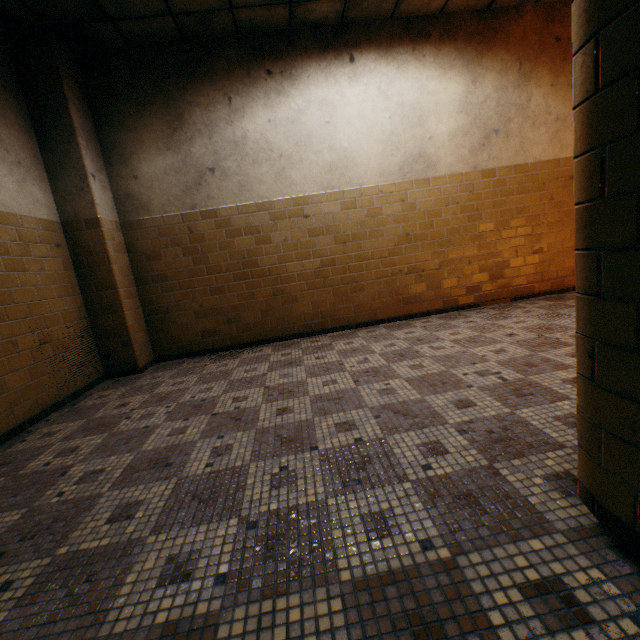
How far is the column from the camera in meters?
3.5

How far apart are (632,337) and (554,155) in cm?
515

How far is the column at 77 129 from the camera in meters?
3.5 m
